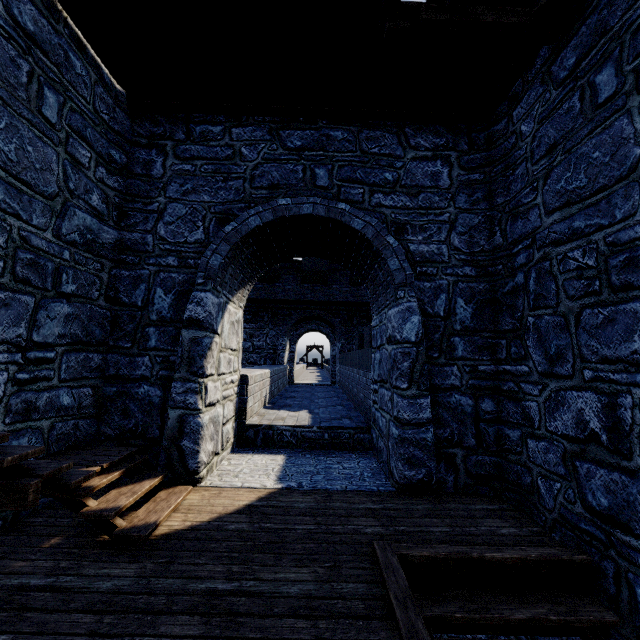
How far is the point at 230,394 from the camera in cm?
604
